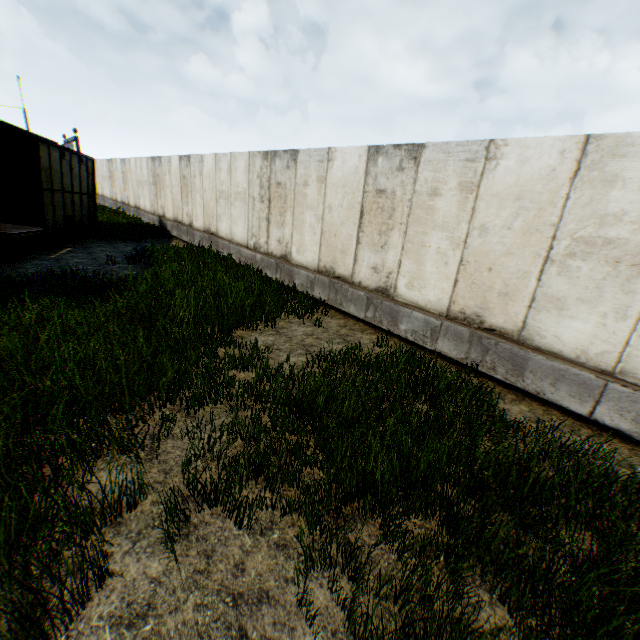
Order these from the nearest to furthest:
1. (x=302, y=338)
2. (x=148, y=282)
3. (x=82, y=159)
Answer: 1. (x=302, y=338)
2. (x=148, y=282)
3. (x=82, y=159)
